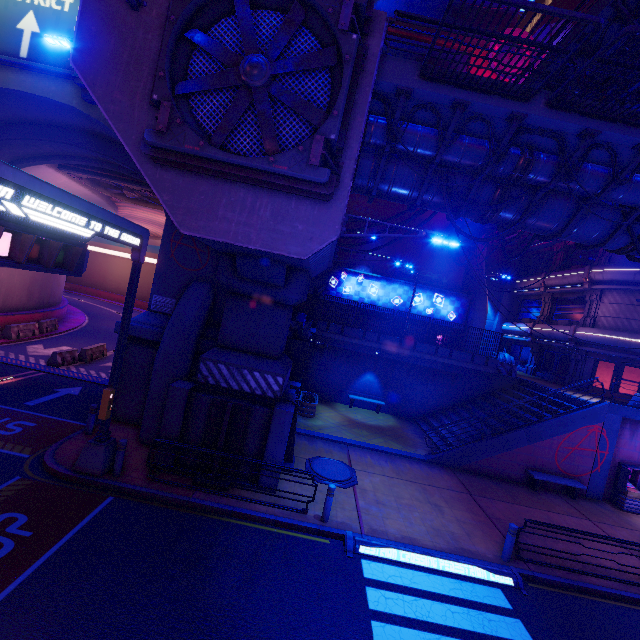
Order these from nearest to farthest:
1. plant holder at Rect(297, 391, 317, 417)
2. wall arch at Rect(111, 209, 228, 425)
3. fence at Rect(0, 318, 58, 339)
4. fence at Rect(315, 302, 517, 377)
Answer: wall arch at Rect(111, 209, 228, 425)
plant holder at Rect(297, 391, 317, 417)
fence at Rect(0, 318, 58, 339)
fence at Rect(315, 302, 517, 377)

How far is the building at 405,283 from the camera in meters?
27.9

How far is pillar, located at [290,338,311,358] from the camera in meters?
15.3

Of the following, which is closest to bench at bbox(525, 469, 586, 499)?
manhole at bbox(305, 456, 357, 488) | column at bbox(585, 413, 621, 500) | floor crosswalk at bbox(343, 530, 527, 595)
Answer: column at bbox(585, 413, 621, 500)

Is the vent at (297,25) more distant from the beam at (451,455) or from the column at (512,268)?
the column at (512,268)

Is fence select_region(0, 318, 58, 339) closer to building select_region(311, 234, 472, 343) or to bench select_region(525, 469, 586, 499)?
building select_region(311, 234, 472, 343)

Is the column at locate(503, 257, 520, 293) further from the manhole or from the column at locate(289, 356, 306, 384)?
the manhole

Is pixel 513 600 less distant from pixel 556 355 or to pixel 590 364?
pixel 590 364
